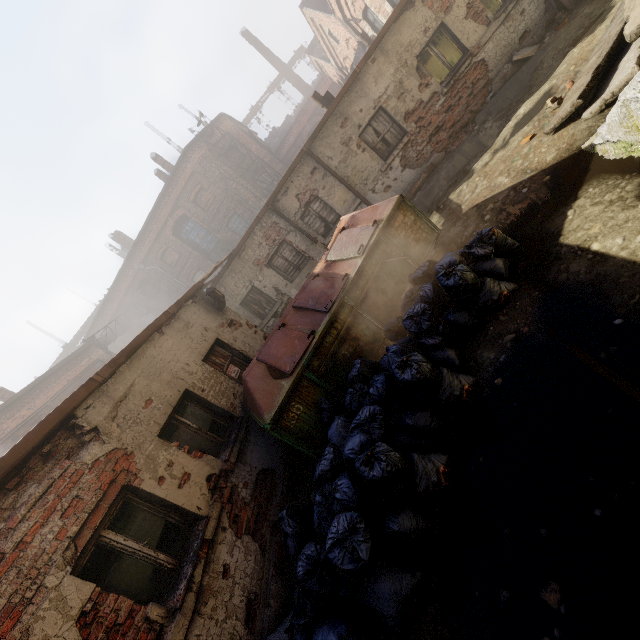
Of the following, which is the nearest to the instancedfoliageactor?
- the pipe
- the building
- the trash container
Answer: the building

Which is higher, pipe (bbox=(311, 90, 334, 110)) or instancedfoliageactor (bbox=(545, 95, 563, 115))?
pipe (bbox=(311, 90, 334, 110))

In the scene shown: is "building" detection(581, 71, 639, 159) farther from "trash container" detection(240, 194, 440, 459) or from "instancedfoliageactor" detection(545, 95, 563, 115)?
"trash container" detection(240, 194, 440, 459)

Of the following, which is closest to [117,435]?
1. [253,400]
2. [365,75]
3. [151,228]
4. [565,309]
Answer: [253,400]

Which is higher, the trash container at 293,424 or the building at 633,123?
the trash container at 293,424

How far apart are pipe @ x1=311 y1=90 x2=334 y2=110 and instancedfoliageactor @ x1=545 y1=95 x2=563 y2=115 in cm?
662

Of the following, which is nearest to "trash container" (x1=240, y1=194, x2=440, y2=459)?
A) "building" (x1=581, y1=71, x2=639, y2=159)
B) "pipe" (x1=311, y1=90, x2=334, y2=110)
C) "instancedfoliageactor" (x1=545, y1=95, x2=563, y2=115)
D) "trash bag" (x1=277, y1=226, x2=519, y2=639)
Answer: "trash bag" (x1=277, y1=226, x2=519, y2=639)

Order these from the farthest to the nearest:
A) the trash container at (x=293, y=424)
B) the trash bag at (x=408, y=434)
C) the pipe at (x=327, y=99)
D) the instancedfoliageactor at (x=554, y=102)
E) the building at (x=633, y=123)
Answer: the pipe at (x=327, y=99) < the instancedfoliageactor at (x=554, y=102) < the trash container at (x=293, y=424) < the building at (x=633, y=123) < the trash bag at (x=408, y=434)
